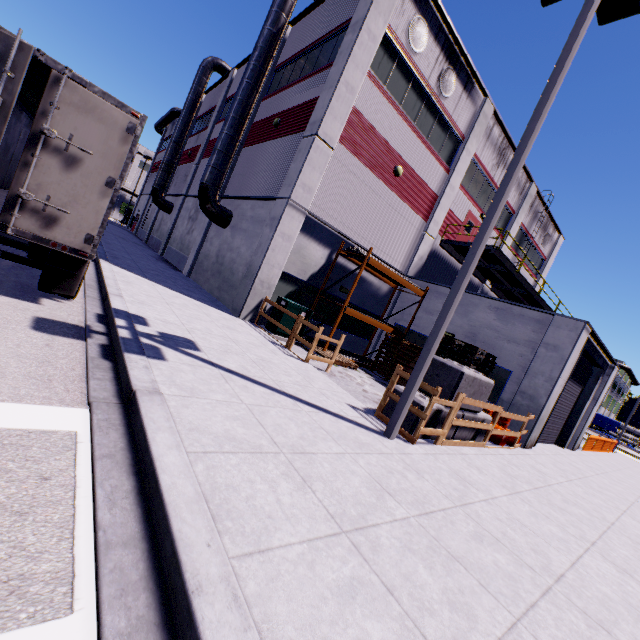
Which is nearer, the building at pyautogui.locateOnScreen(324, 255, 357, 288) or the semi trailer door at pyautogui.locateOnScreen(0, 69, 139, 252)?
the semi trailer door at pyautogui.locateOnScreen(0, 69, 139, 252)

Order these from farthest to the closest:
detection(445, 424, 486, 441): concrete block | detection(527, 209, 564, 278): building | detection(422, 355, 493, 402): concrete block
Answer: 1. detection(527, 209, 564, 278): building
2. detection(445, 424, 486, 441): concrete block
3. detection(422, 355, 493, 402): concrete block

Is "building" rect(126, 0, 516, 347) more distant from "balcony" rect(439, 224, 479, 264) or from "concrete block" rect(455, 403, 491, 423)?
"concrete block" rect(455, 403, 491, 423)

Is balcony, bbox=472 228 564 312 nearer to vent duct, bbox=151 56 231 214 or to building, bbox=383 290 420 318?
building, bbox=383 290 420 318

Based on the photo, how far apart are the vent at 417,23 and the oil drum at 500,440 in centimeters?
1414cm

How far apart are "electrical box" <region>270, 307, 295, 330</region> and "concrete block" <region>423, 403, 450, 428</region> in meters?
5.7 m

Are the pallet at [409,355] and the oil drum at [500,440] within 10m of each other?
yes

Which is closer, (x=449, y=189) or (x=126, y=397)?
(x=126, y=397)
